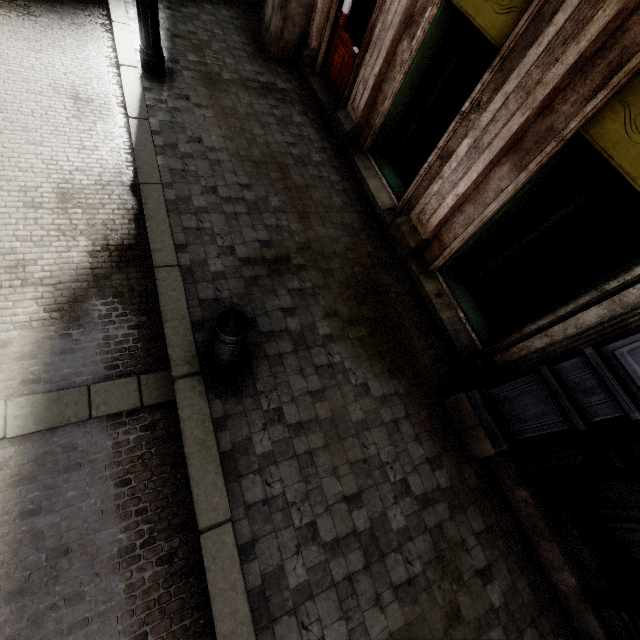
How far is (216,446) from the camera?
2.7m

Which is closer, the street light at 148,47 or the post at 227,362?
the post at 227,362

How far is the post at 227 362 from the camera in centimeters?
230cm

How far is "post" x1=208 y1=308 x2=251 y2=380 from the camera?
2.3 meters

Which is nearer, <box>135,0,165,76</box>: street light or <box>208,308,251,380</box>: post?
<box>208,308,251,380</box>: post
